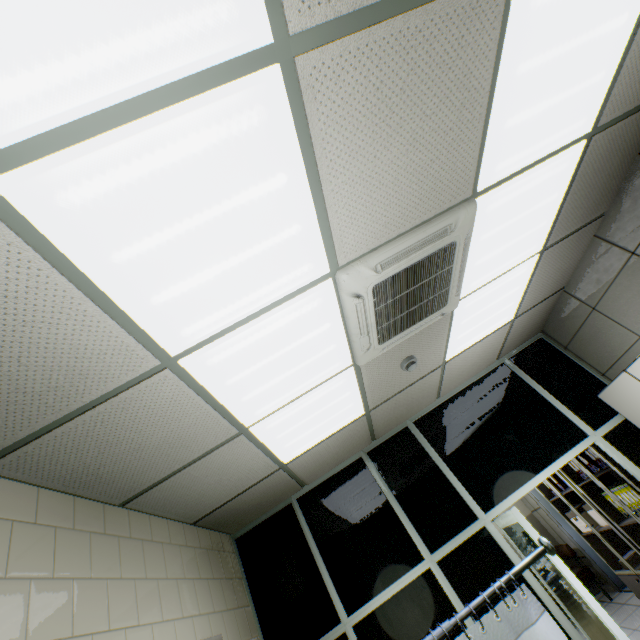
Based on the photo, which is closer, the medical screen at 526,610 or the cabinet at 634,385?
the medical screen at 526,610

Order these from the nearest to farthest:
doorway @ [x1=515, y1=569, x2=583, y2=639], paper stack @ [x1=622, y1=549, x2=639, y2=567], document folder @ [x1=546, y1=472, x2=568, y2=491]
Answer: doorway @ [x1=515, y1=569, x2=583, y2=639] < paper stack @ [x1=622, y1=549, x2=639, y2=567] < document folder @ [x1=546, y1=472, x2=568, y2=491]

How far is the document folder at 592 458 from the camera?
4.1m

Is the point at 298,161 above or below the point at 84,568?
above

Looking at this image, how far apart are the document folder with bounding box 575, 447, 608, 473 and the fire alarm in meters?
3.3

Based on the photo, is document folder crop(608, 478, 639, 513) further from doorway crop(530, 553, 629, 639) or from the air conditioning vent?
the air conditioning vent

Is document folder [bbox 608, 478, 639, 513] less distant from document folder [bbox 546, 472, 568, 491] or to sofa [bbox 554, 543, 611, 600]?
document folder [bbox 546, 472, 568, 491]

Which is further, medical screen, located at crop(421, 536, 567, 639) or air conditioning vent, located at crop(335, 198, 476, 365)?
air conditioning vent, located at crop(335, 198, 476, 365)
